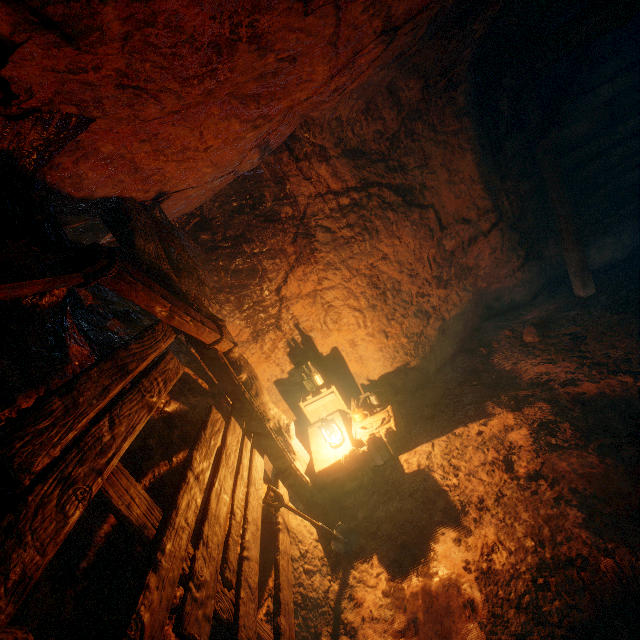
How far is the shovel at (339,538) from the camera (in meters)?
3.43

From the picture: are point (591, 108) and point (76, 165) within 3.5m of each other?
no

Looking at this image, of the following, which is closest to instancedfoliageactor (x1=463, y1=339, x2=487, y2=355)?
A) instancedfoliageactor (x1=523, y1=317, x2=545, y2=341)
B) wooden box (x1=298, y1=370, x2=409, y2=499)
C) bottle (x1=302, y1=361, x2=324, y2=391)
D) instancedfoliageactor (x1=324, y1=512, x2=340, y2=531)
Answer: instancedfoliageactor (x1=523, y1=317, x2=545, y2=341)

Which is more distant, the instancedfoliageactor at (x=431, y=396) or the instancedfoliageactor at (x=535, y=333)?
the instancedfoliageactor at (x=535, y=333)

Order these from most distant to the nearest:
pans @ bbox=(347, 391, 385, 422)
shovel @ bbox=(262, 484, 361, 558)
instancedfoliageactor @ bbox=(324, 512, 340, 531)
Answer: pans @ bbox=(347, 391, 385, 422), instancedfoliageactor @ bbox=(324, 512, 340, 531), shovel @ bbox=(262, 484, 361, 558)

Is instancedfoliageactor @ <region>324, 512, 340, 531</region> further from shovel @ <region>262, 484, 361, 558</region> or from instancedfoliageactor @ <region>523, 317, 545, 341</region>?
instancedfoliageactor @ <region>523, 317, 545, 341</region>

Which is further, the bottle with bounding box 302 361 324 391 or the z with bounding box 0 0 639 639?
the bottle with bounding box 302 361 324 391

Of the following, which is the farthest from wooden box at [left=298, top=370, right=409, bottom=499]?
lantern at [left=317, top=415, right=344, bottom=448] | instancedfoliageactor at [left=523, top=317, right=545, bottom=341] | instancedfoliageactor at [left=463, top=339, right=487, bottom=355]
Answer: instancedfoliageactor at [left=523, top=317, right=545, bottom=341]
